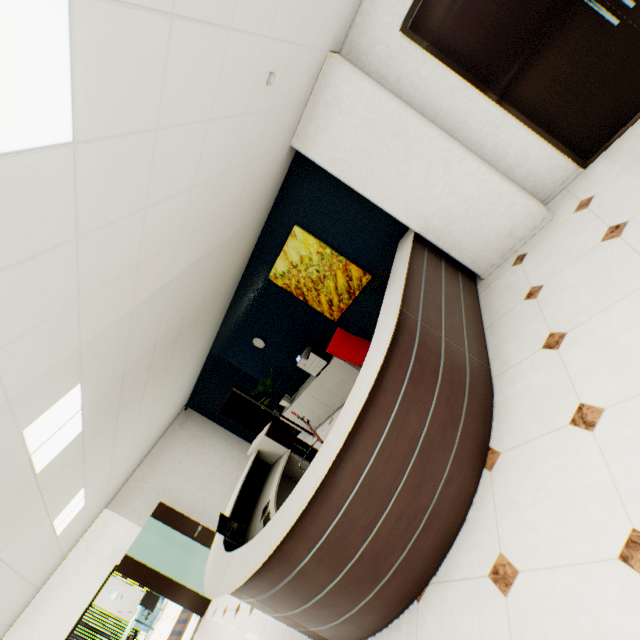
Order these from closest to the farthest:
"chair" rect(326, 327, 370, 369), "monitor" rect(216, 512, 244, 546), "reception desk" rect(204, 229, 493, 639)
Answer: "reception desk" rect(204, 229, 493, 639), "monitor" rect(216, 512, 244, 546), "chair" rect(326, 327, 370, 369)

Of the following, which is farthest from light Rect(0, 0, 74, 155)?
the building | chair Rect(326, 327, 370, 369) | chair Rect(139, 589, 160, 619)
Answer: the building

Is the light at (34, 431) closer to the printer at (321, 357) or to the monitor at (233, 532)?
the monitor at (233, 532)

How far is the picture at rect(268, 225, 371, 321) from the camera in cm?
506

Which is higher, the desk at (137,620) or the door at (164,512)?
the door at (164,512)

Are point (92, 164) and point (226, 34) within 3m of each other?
yes

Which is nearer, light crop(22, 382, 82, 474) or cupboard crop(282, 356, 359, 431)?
light crop(22, 382, 82, 474)

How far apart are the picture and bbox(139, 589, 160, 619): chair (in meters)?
12.82
